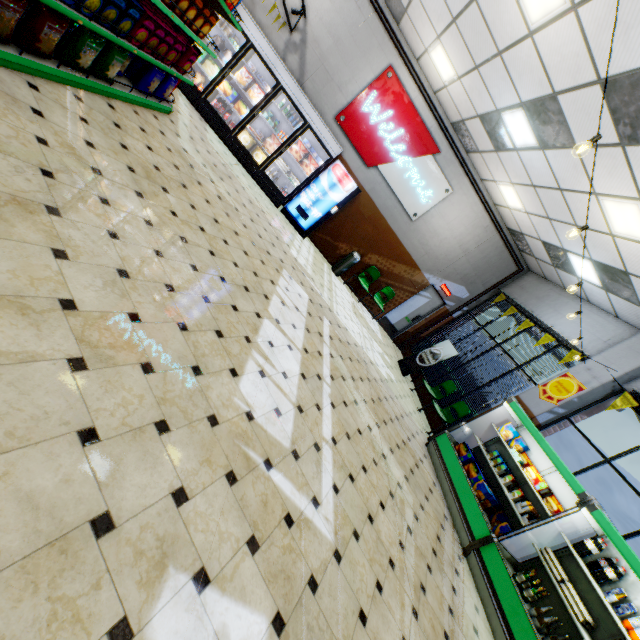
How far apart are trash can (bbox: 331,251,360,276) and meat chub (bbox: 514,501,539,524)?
7.11m

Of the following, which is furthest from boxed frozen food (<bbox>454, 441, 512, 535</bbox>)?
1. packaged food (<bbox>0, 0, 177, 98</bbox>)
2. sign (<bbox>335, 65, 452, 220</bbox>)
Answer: packaged food (<bbox>0, 0, 177, 98</bbox>)

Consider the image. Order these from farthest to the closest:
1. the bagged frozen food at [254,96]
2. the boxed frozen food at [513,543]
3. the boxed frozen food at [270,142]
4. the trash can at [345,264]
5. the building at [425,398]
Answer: the trash can at [345,264] < the building at [425,398] < the boxed frozen food at [270,142] < the bagged frozen food at [254,96] < the boxed frozen food at [513,543]

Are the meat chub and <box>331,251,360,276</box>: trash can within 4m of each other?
no

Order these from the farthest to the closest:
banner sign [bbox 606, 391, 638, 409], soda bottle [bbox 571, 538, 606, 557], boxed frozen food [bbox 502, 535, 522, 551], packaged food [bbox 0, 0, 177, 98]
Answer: banner sign [bbox 606, 391, 638, 409] → boxed frozen food [bbox 502, 535, 522, 551] → soda bottle [bbox 571, 538, 606, 557] → packaged food [bbox 0, 0, 177, 98]

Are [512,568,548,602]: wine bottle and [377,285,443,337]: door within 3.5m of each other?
no

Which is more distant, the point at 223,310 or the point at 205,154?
the point at 205,154

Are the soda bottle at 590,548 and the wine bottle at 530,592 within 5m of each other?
yes
